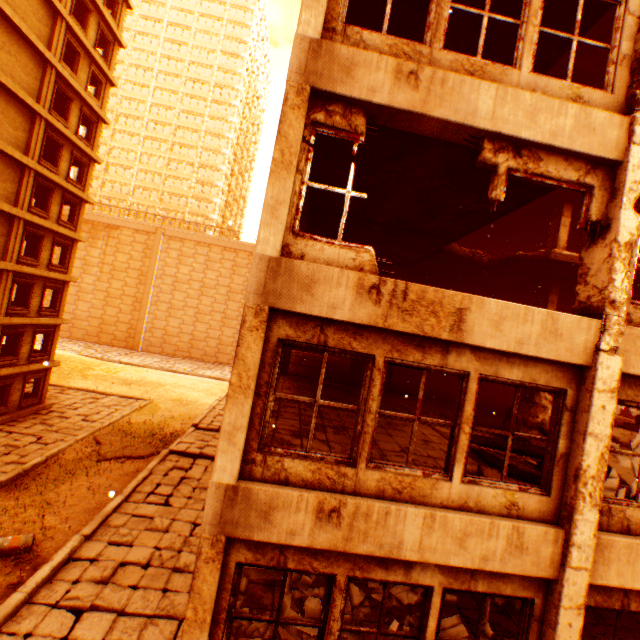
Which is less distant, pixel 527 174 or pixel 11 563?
pixel 527 174

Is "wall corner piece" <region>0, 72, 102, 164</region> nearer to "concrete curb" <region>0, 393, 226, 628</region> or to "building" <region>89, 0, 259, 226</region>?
"concrete curb" <region>0, 393, 226, 628</region>

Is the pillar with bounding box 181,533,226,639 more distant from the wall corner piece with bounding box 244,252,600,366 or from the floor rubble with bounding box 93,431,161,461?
the floor rubble with bounding box 93,431,161,461

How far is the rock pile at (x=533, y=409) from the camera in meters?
8.7 m

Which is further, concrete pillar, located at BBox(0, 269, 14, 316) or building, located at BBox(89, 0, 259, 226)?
building, located at BBox(89, 0, 259, 226)

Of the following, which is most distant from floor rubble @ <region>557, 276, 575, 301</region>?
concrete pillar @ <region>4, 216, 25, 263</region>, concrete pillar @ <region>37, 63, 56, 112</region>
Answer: concrete pillar @ <region>4, 216, 25, 263</region>

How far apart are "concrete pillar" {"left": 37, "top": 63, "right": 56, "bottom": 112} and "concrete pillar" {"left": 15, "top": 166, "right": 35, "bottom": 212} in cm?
342

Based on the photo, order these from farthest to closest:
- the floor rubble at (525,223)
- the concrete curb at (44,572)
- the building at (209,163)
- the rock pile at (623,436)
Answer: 1. the building at (209,163)
2. the floor rubble at (525,223)
3. the concrete curb at (44,572)
4. the rock pile at (623,436)
